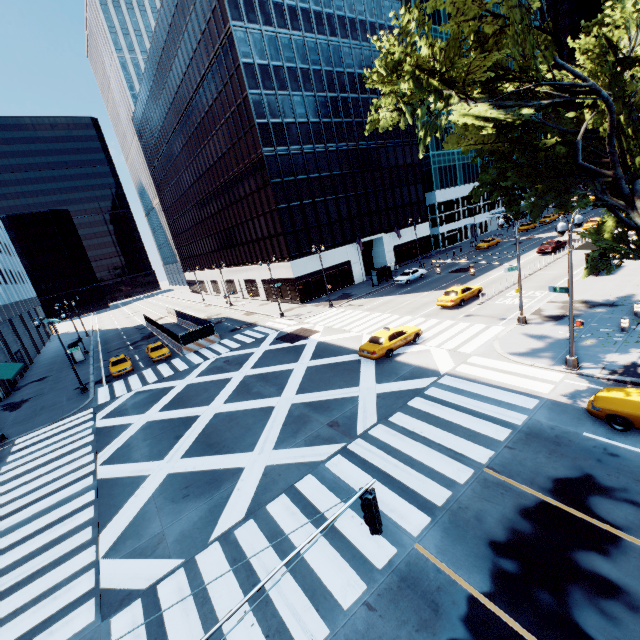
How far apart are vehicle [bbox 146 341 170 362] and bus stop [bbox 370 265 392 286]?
26.7m

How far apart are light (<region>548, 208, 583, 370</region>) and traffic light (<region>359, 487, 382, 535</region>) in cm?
1371

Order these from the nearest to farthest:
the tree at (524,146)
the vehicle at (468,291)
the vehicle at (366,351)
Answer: the tree at (524,146) → the vehicle at (366,351) → the vehicle at (468,291)

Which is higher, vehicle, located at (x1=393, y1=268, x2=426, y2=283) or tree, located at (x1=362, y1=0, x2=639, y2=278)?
tree, located at (x1=362, y1=0, x2=639, y2=278)

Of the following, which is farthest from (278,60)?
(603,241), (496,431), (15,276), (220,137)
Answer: (15,276)

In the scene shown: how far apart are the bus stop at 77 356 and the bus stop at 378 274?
39.5 meters

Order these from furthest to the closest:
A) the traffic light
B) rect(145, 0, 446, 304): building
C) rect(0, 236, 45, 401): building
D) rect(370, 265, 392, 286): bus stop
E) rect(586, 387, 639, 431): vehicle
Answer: rect(370, 265, 392, 286): bus stop
rect(145, 0, 446, 304): building
rect(0, 236, 45, 401): building
rect(586, 387, 639, 431): vehicle
the traffic light

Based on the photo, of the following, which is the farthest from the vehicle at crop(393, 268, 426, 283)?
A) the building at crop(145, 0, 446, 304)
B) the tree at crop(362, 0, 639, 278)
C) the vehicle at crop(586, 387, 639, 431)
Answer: the vehicle at crop(586, 387, 639, 431)
